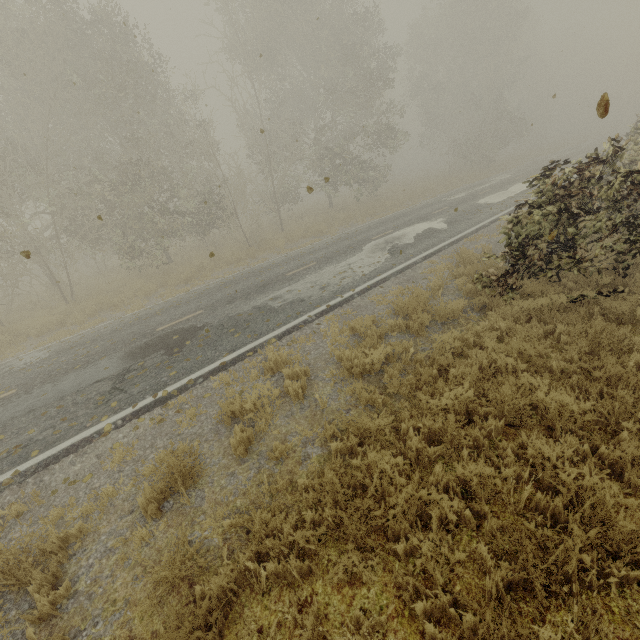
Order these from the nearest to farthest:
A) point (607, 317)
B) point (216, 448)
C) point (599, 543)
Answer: point (599, 543)
point (216, 448)
point (607, 317)
